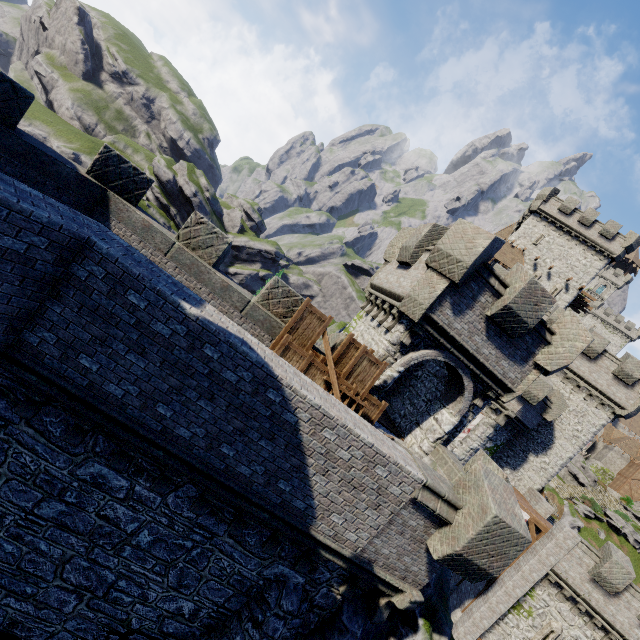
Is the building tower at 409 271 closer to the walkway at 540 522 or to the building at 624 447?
the walkway at 540 522

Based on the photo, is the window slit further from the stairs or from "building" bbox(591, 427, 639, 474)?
"building" bbox(591, 427, 639, 474)

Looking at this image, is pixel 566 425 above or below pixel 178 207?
above

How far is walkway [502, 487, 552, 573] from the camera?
21.2 meters

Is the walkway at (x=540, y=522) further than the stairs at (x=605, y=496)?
No

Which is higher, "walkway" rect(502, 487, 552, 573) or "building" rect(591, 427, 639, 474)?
"building" rect(591, 427, 639, 474)

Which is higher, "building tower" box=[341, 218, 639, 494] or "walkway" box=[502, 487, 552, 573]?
"building tower" box=[341, 218, 639, 494]

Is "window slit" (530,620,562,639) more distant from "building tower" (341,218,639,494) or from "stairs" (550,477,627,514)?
"stairs" (550,477,627,514)
